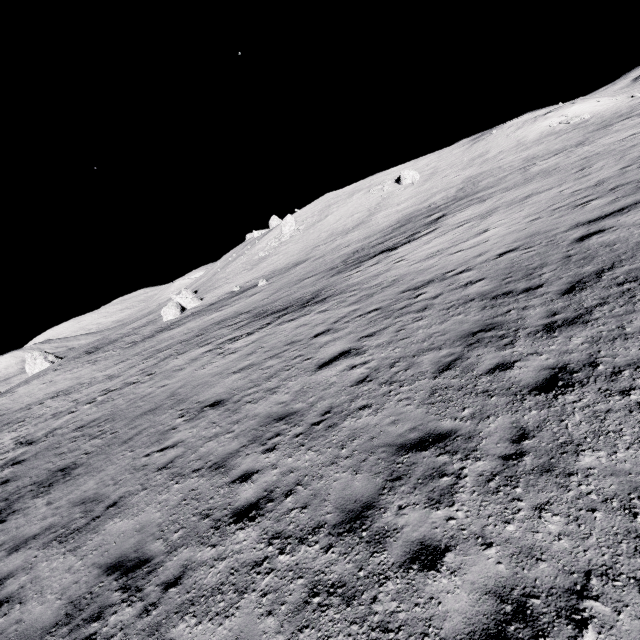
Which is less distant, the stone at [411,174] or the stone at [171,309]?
the stone at [171,309]

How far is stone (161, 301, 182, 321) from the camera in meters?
45.5 m

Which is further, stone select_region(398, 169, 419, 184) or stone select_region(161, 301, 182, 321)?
stone select_region(398, 169, 419, 184)

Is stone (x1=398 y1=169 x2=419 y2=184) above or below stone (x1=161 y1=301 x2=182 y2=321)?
above

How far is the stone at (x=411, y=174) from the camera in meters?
53.7

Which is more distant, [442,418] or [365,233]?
[365,233]

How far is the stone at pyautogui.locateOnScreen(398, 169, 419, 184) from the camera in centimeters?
5369cm
